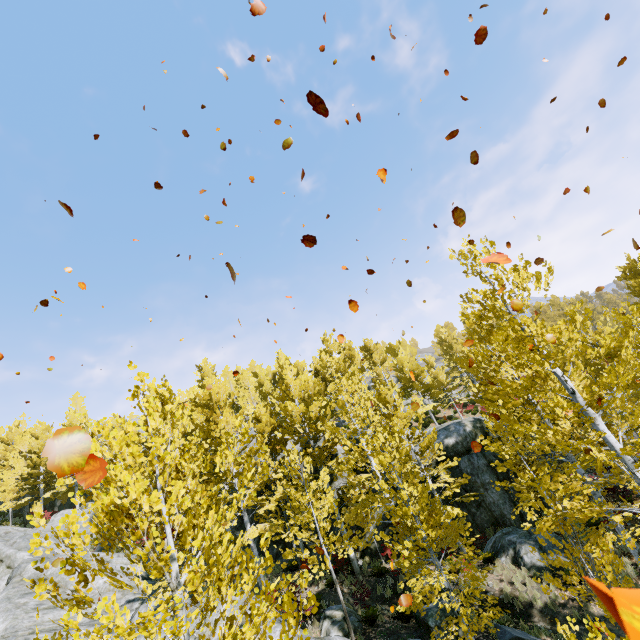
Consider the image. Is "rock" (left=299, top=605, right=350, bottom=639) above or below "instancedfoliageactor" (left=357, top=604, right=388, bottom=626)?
above

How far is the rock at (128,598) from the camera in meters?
15.4 m

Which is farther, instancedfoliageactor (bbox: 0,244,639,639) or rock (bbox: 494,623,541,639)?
rock (bbox: 494,623,541,639)

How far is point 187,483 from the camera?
3.5m

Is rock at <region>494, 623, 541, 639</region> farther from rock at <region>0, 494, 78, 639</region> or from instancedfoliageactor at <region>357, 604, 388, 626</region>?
rock at <region>0, 494, 78, 639</region>

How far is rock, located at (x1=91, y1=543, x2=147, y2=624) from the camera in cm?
1537

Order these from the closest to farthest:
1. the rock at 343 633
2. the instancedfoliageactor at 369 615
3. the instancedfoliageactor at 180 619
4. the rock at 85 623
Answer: the instancedfoliageactor at 180 619 < the rock at 343 633 < the instancedfoliageactor at 369 615 < the rock at 85 623
